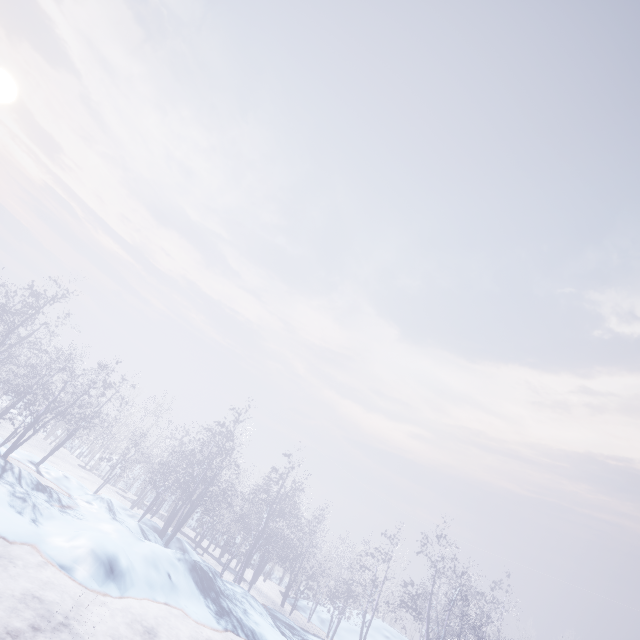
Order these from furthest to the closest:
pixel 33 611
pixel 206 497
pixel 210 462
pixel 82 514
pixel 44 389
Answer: pixel 206 497
pixel 210 462
pixel 44 389
pixel 82 514
pixel 33 611
